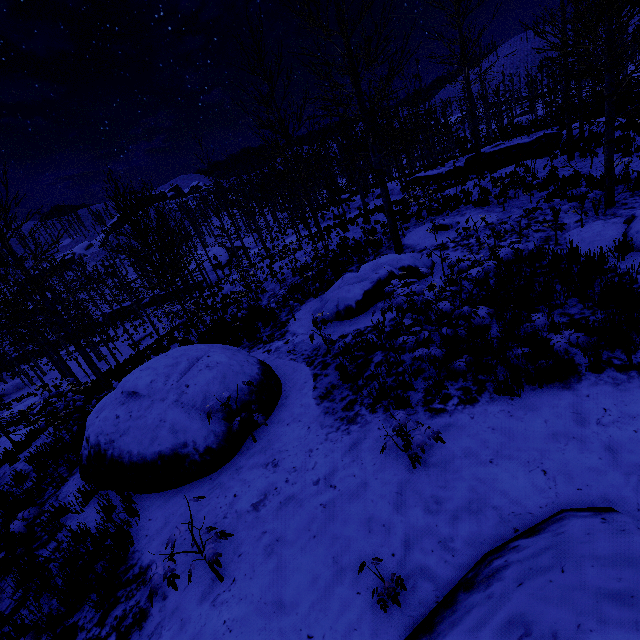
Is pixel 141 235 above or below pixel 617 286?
above

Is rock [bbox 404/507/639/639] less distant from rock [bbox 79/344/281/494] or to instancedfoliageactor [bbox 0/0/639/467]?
rock [bbox 79/344/281/494]

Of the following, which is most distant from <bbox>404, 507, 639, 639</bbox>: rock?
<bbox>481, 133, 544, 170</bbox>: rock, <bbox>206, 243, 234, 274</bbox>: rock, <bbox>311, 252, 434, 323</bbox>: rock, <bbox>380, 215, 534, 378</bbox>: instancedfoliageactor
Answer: <bbox>206, 243, 234, 274</bbox>: rock

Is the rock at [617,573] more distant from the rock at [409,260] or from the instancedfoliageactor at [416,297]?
the rock at [409,260]

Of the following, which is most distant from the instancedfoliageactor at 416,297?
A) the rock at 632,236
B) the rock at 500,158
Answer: the rock at 500,158

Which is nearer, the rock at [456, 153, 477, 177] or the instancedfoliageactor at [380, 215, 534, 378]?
the instancedfoliageactor at [380, 215, 534, 378]

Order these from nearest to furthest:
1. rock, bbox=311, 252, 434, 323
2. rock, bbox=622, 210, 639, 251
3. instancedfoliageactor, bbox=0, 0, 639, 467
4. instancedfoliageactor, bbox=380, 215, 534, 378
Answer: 1. instancedfoliageactor, bbox=380, 215, 534, 378
2. rock, bbox=622, 210, 639, 251
3. instancedfoliageactor, bbox=0, 0, 639, 467
4. rock, bbox=311, 252, 434, 323

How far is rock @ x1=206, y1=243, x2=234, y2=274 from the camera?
43.6m
